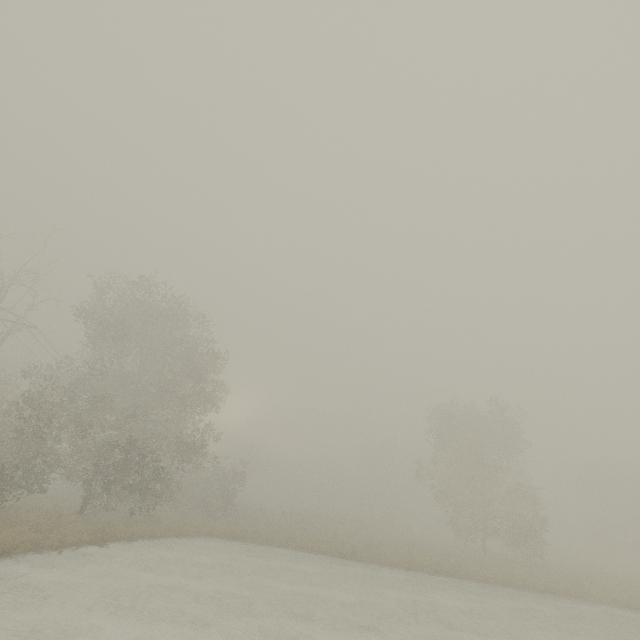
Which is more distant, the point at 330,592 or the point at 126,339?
the point at 126,339
